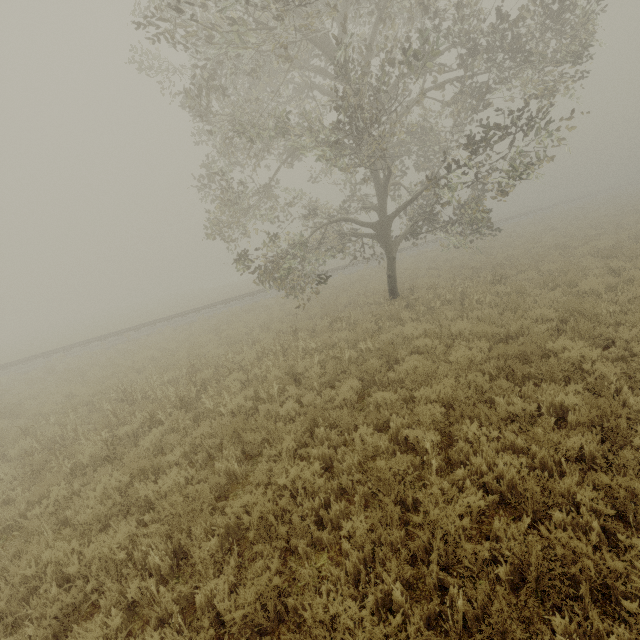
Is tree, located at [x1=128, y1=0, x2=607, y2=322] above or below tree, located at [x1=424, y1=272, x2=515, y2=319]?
above

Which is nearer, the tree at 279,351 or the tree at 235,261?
the tree at 279,351

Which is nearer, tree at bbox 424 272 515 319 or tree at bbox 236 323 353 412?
tree at bbox 236 323 353 412

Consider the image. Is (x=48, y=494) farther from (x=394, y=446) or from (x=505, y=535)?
(x=505, y=535)

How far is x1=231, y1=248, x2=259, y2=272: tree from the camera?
11.90m

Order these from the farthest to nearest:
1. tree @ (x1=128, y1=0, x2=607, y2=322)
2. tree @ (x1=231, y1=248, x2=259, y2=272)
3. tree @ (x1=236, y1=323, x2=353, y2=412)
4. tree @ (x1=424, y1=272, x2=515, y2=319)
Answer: tree @ (x1=231, y1=248, x2=259, y2=272) → tree @ (x1=424, y1=272, x2=515, y2=319) → tree @ (x1=128, y1=0, x2=607, y2=322) → tree @ (x1=236, y1=323, x2=353, y2=412)

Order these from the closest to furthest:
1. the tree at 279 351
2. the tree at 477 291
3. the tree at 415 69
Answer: the tree at 279 351 < the tree at 415 69 < the tree at 477 291
